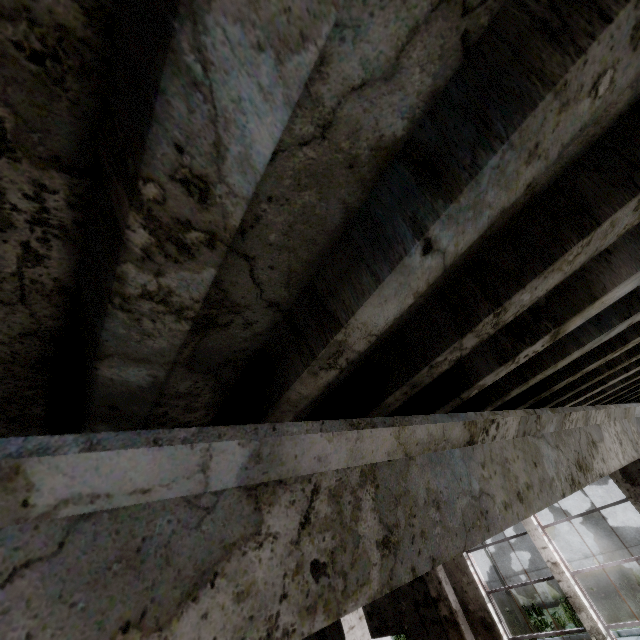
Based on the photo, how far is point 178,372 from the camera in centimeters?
105cm
